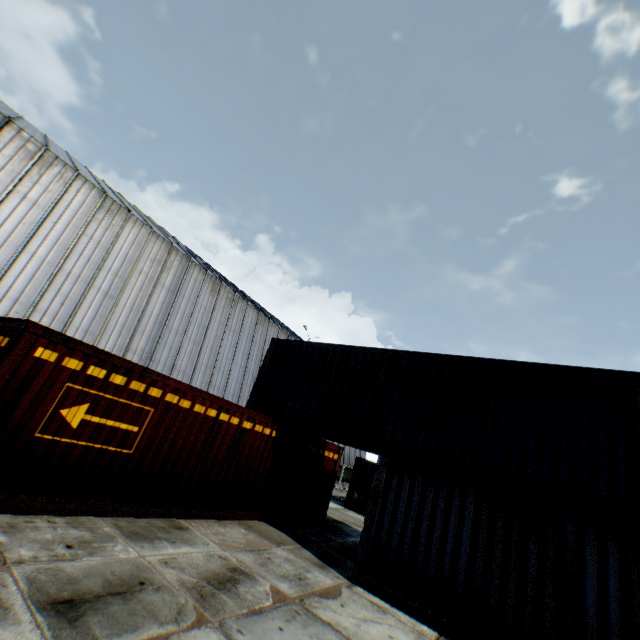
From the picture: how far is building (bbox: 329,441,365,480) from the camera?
34.1m

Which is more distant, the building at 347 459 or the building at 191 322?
the building at 347 459

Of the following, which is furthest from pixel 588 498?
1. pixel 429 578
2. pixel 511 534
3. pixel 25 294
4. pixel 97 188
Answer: pixel 97 188

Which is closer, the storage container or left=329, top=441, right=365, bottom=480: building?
the storage container

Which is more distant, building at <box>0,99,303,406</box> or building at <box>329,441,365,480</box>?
building at <box>329,441,365,480</box>

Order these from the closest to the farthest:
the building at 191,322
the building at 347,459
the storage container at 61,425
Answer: the storage container at 61,425, the building at 191,322, the building at 347,459

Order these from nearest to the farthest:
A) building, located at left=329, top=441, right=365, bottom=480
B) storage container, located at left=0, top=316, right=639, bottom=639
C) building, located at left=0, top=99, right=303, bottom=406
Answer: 1. storage container, located at left=0, top=316, right=639, bottom=639
2. building, located at left=0, top=99, right=303, bottom=406
3. building, located at left=329, top=441, right=365, bottom=480
